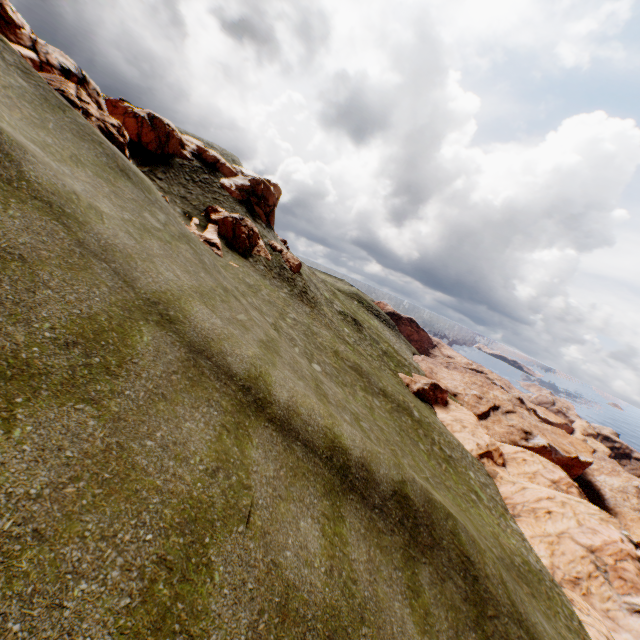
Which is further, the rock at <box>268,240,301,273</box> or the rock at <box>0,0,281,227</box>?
the rock at <box>268,240,301,273</box>

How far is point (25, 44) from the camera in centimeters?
1944cm

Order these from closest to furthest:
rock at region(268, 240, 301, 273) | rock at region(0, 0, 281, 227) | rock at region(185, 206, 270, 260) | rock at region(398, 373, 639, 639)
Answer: rock at region(0, 0, 281, 227), rock at region(398, 373, 639, 639), rock at region(185, 206, 270, 260), rock at region(268, 240, 301, 273)

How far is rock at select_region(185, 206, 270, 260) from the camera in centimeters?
2952cm

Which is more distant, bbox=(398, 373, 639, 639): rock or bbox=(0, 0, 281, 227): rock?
bbox=(398, 373, 639, 639): rock

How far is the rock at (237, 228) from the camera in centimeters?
2952cm
